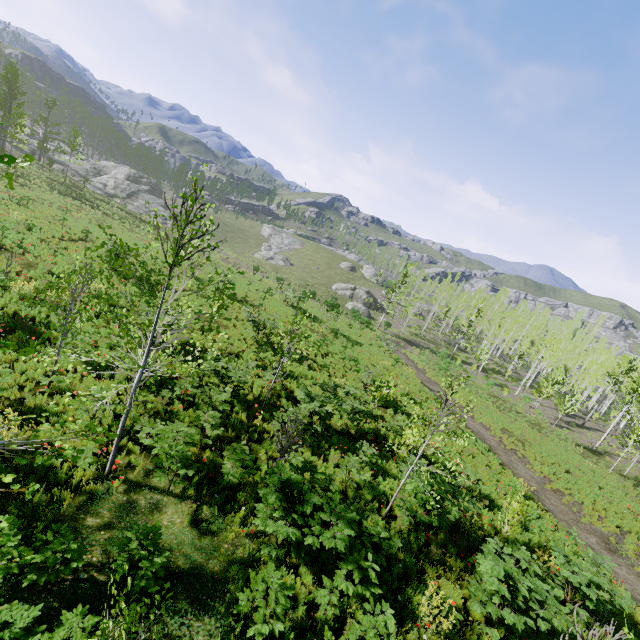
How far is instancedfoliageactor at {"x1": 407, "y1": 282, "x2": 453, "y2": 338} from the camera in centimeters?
5322cm

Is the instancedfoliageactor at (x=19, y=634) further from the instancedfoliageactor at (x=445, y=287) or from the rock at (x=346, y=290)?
the rock at (x=346, y=290)

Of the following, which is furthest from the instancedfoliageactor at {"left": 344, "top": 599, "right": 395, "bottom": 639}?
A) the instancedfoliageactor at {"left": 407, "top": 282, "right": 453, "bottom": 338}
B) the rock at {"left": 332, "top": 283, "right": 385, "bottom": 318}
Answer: the rock at {"left": 332, "top": 283, "right": 385, "bottom": 318}

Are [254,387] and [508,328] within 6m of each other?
no

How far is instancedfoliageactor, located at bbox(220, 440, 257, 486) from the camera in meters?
7.7

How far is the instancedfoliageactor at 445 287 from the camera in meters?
53.2

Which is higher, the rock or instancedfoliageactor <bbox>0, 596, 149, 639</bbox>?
instancedfoliageactor <bbox>0, 596, 149, 639</bbox>
